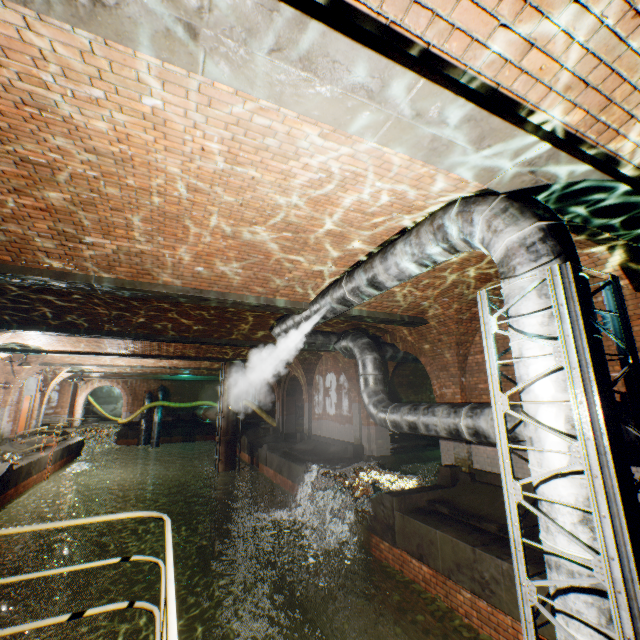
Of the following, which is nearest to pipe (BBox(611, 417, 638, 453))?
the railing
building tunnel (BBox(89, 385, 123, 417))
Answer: the railing

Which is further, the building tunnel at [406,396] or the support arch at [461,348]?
the building tunnel at [406,396]

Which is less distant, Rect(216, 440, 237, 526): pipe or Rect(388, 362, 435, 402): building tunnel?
Rect(216, 440, 237, 526): pipe

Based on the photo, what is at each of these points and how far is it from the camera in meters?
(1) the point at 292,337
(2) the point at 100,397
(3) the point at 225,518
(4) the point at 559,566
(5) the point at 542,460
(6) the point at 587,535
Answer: (1) pipe, 8.9 m
(2) building tunnel, 37.6 m
(3) pipe, 16.3 m
(4) pipe, 2.3 m
(5) pipe, 2.4 m
(6) pipe, 2.2 m

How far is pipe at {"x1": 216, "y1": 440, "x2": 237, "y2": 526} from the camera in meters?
16.4 m

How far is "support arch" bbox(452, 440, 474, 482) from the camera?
7.8m

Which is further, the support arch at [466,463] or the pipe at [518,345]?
the support arch at [466,463]

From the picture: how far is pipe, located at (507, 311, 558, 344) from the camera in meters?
2.5 m
